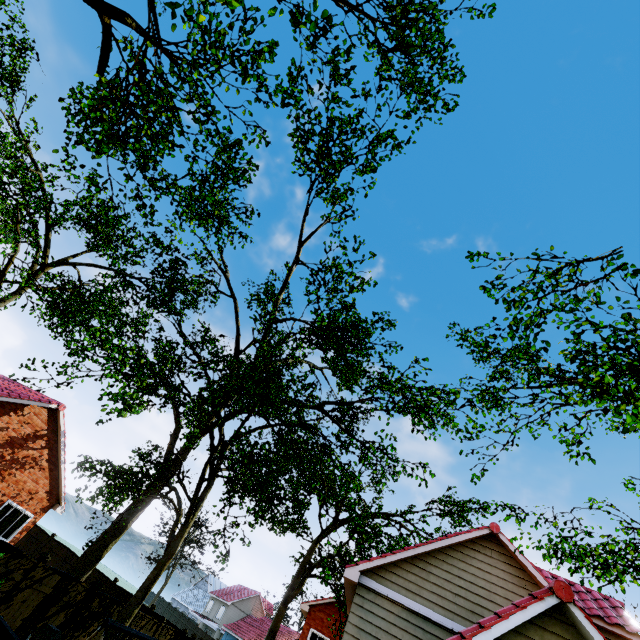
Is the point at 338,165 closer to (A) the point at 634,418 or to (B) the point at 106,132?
(B) the point at 106,132

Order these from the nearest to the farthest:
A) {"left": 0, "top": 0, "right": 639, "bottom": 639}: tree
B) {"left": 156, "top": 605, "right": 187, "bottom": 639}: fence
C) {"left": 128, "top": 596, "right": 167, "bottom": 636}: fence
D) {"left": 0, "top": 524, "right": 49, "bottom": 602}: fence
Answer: {"left": 0, "top": 0, "right": 639, "bottom": 639}: tree < {"left": 0, "top": 524, "right": 49, "bottom": 602}: fence < {"left": 128, "top": 596, "right": 167, "bottom": 636}: fence < {"left": 156, "top": 605, "right": 187, "bottom": 639}: fence

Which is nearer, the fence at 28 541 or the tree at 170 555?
the tree at 170 555

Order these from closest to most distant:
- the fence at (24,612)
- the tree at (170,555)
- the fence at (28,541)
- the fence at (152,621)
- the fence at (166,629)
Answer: the tree at (170,555) < the fence at (28,541) < the fence at (24,612) < the fence at (152,621) < the fence at (166,629)

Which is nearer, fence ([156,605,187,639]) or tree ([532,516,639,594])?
tree ([532,516,639,594])

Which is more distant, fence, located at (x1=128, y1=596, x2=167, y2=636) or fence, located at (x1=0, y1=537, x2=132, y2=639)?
fence, located at (x1=128, y1=596, x2=167, y2=636)
